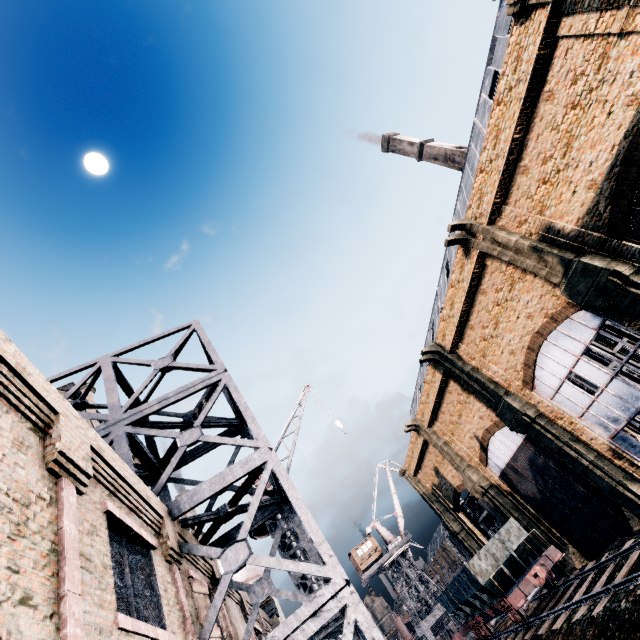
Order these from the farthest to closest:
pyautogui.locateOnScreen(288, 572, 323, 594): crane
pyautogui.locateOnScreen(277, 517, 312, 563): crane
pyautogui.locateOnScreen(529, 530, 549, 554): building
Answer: pyautogui.locateOnScreen(529, 530, 549, 554): building, pyautogui.locateOnScreen(277, 517, 312, 563): crane, pyautogui.locateOnScreen(288, 572, 323, 594): crane

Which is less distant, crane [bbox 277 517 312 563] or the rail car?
crane [bbox 277 517 312 563]

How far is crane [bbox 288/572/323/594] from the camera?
14.8m

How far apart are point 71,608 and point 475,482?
35.4m

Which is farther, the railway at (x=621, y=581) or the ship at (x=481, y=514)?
the ship at (x=481, y=514)

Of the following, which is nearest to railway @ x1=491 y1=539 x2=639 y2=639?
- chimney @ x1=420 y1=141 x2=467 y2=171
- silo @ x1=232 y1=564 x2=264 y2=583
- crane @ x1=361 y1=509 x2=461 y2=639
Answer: silo @ x1=232 y1=564 x2=264 y2=583

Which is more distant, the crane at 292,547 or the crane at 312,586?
the crane at 292,547

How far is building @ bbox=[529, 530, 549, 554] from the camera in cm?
2742
